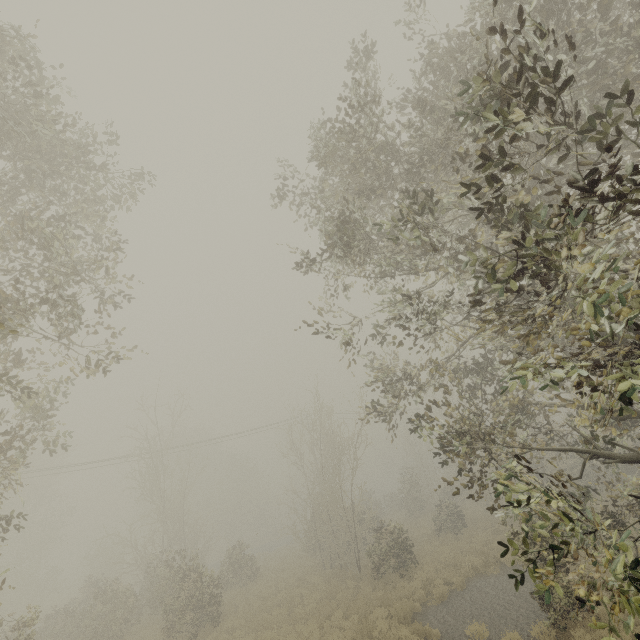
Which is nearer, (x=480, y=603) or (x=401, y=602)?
(x=480, y=603)
